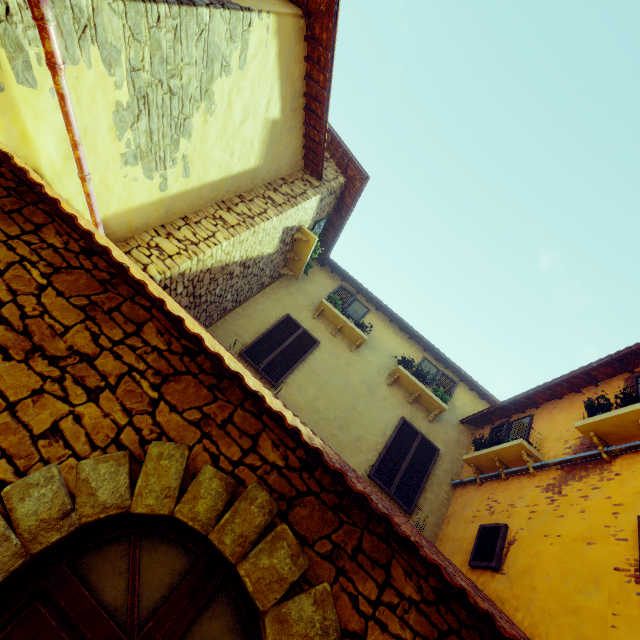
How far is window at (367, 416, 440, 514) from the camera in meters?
6.5

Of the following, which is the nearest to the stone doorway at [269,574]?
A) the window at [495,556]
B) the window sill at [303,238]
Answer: the window at [495,556]

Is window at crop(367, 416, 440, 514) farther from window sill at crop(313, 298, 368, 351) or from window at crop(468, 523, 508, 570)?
window sill at crop(313, 298, 368, 351)

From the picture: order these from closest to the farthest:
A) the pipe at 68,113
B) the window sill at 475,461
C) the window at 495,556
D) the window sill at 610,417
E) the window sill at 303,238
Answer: the pipe at 68,113 → the window sill at 610,417 → the window at 495,556 → the window sill at 475,461 → the window sill at 303,238

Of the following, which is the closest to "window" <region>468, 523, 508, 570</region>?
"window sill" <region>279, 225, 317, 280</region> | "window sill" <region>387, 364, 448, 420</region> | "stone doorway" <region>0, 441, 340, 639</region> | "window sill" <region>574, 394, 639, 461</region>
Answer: "window sill" <region>574, 394, 639, 461</region>

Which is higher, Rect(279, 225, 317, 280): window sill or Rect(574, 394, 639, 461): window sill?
Rect(279, 225, 317, 280): window sill

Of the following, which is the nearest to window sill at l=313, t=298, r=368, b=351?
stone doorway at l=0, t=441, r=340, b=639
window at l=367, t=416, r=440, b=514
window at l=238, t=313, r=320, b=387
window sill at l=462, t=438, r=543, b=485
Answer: window at l=238, t=313, r=320, b=387

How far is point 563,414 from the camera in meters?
6.0 m
